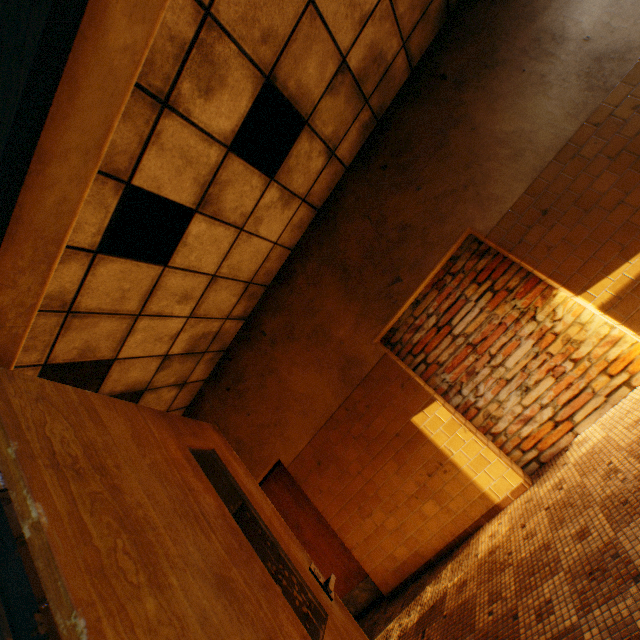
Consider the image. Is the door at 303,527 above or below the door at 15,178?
below

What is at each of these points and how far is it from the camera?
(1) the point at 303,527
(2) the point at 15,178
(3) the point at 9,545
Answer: (1) door, 4.7 meters
(2) door, 0.7 meters
(3) door, 0.6 meters

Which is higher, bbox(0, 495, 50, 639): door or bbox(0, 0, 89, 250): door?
bbox(0, 0, 89, 250): door
